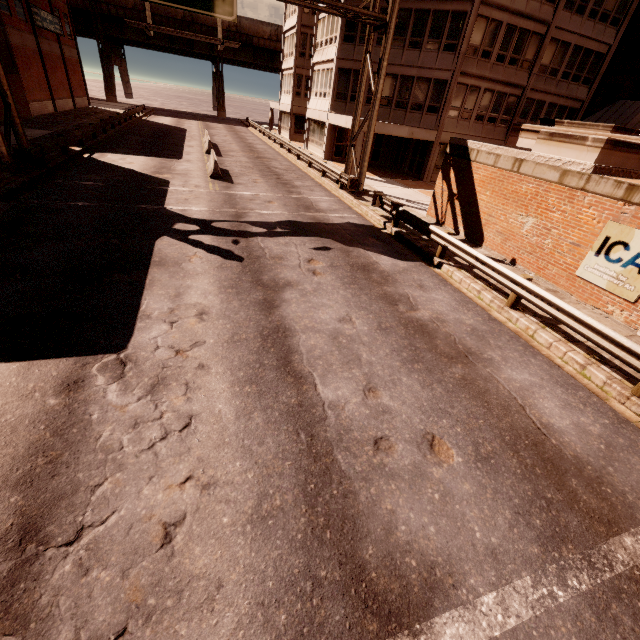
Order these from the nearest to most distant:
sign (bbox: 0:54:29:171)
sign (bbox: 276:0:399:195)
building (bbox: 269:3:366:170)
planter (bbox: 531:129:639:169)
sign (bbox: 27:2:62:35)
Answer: planter (bbox: 531:129:639:169) → sign (bbox: 0:54:29:171) → sign (bbox: 276:0:399:195) → building (bbox: 269:3:366:170) → sign (bbox: 27:2:62:35)

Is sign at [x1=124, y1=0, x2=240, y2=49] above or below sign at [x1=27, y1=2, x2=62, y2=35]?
below

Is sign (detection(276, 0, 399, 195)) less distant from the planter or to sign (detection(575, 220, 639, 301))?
the planter

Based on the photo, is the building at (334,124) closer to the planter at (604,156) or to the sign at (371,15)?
the sign at (371,15)

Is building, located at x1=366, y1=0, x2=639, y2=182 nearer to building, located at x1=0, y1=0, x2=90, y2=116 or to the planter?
the planter

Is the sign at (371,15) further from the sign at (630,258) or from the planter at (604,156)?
the sign at (630,258)

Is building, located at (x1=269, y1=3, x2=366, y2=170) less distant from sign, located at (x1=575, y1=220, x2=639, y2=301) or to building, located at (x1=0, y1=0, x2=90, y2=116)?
sign, located at (x1=575, y1=220, x2=639, y2=301)

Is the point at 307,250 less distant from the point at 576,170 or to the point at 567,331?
the point at 567,331
